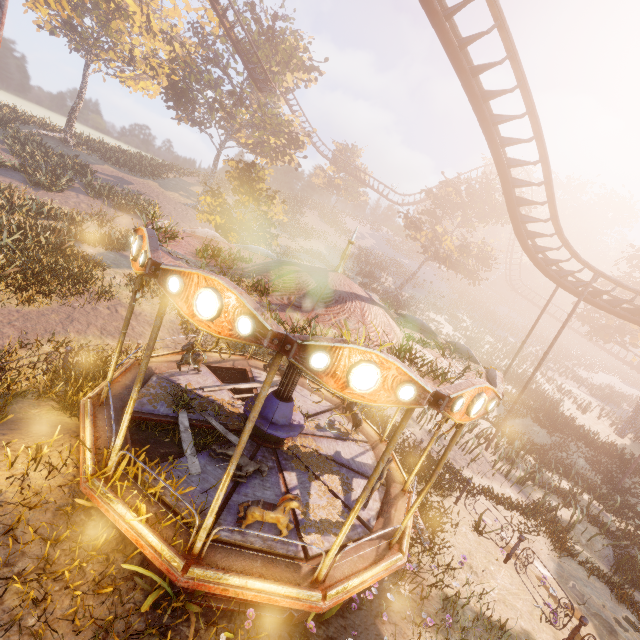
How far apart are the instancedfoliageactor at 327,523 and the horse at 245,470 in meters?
1.0

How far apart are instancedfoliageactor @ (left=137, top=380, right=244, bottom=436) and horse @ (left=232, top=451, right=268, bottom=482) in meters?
0.9 m

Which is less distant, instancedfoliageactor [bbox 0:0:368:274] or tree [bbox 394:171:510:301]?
instancedfoliageactor [bbox 0:0:368:274]

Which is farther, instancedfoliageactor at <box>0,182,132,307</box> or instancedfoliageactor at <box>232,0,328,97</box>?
instancedfoliageactor at <box>232,0,328,97</box>

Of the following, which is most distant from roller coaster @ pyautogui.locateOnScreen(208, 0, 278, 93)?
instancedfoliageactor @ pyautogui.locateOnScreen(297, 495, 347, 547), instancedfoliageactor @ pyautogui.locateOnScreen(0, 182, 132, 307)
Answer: instancedfoliageactor @ pyautogui.locateOnScreen(0, 182, 132, 307)

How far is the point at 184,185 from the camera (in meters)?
40.72

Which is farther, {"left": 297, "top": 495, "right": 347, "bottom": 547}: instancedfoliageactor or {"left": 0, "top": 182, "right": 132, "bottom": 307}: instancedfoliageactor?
{"left": 0, "top": 182, "right": 132, "bottom": 307}: instancedfoliageactor

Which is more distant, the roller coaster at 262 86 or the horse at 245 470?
the roller coaster at 262 86
